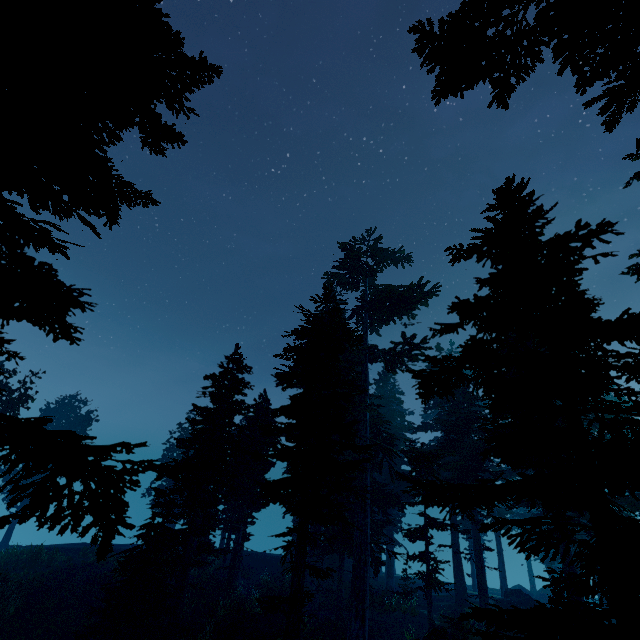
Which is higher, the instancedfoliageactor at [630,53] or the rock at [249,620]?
the instancedfoliageactor at [630,53]

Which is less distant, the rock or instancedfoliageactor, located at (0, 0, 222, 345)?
instancedfoliageactor, located at (0, 0, 222, 345)

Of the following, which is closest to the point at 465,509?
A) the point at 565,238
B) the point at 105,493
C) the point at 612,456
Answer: the point at 612,456

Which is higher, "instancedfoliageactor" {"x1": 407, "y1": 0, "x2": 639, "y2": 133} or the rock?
"instancedfoliageactor" {"x1": 407, "y1": 0, "x2": 639, "y2": 133}

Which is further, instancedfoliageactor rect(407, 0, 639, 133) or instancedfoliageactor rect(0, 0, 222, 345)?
instancedfoliageactor rect(407, 0, 639, 133)

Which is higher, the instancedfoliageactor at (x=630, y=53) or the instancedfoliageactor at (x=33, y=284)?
the instancedfoliageactor at (x=630, y=53)

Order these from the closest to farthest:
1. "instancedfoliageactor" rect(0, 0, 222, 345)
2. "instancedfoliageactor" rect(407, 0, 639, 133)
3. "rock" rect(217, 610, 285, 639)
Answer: "instancedfoliageactor" rect(0, 0, 222, 345) → "instancedfoliageactor" rect(407, 0, 639, 133) → "rock" rect(217, 610, 285, 639)
